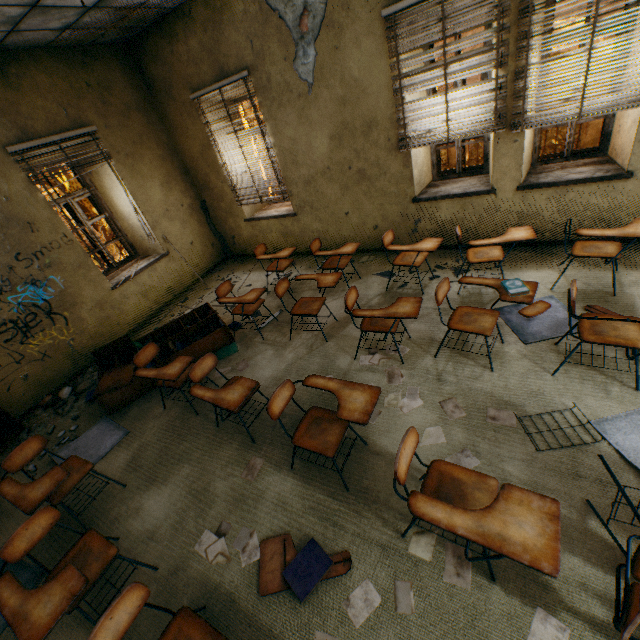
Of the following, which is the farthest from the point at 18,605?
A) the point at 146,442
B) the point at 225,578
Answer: the point at 146,442

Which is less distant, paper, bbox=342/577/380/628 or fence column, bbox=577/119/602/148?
paper, bbox=342/577/380/628

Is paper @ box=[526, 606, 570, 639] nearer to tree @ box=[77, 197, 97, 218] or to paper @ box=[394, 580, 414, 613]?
paper @ box=[394, 580, 414, 613]

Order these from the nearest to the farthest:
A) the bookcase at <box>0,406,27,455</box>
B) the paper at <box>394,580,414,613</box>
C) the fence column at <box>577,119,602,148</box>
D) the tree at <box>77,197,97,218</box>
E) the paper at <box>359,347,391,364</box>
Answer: the paper at <box>394,580,414,613</box> → the paper at <box>359,347,391,364</box> → the bookcase at <box>0,406,27,455</box> → the fence column at <box>577,119,602,148</box> → the tree at <box>77,197,97,218</box>

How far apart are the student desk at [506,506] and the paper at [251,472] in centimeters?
132cm

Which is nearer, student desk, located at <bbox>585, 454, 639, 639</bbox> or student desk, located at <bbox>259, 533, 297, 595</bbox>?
student desk, located at <bbox>585, 454, 639, 639</bbox>

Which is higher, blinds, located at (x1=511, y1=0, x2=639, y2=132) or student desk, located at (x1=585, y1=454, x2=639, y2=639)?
blinds, located at (x1=511, y1=0, x2=639, y2=132)

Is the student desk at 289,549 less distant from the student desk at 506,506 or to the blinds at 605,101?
the student desk at 506,506
